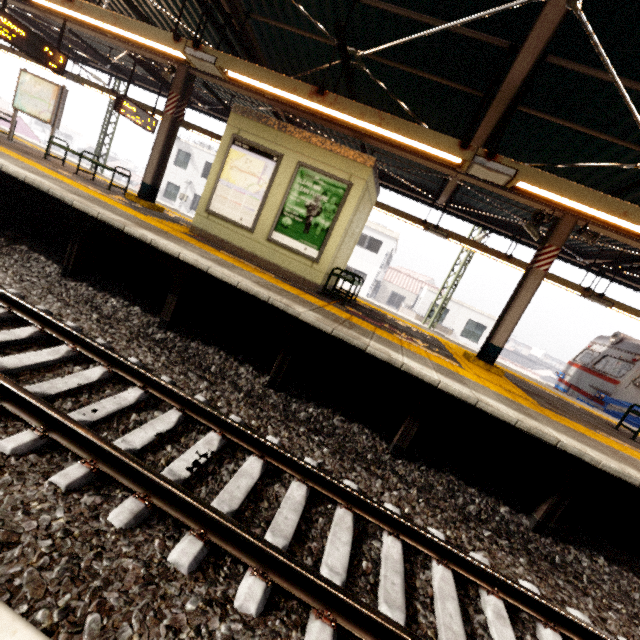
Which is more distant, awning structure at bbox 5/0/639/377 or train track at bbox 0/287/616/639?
awning structure at bbox 5/0/639/377

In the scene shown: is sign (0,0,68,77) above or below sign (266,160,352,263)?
above

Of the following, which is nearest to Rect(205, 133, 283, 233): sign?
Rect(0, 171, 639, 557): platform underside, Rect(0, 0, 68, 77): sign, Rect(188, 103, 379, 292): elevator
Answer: Rect(188, 103, 379, 292): elevator

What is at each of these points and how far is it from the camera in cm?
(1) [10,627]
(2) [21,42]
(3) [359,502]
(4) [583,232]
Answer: (1) electrical rail conduit, 105
(2) sign, 717
(3) train track, 319
(4) loudspeaker, 666

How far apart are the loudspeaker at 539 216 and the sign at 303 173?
3.9 meters

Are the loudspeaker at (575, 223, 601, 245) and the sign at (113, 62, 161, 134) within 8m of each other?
no

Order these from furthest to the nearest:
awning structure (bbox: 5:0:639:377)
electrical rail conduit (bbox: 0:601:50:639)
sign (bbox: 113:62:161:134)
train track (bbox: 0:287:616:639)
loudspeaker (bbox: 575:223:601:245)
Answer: sign (bbox: 113:62:161:134), loudspeaker (bbox: 575:223:601:245), awning structure (bbox: 5:0:639:377), train track (bbox: 0:287:616:639), electrical rail conduit (bbox: 0:601:50:639)

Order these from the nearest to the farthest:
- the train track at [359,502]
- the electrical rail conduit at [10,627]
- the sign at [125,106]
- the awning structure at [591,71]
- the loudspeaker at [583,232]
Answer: the electrical rail conduit at [10,627] < the train track at [359,502] < the awning structure at [591,71] < the loudspeaker at [583,232] < the sign at [125,106]
